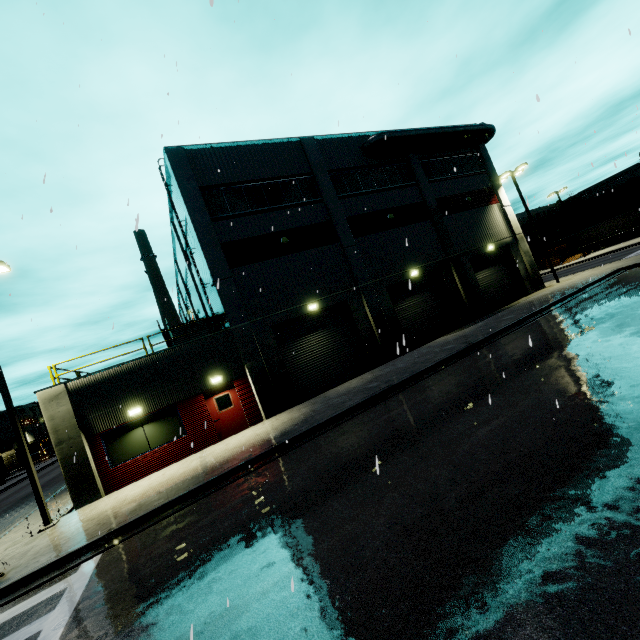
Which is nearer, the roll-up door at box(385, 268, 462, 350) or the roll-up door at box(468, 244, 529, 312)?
the roll-up door at box(385, 268, 462, 350)

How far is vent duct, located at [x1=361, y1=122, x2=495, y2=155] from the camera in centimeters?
2141cm

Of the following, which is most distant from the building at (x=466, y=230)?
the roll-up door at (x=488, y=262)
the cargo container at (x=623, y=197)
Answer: the cargo container at (x=623, y=197)

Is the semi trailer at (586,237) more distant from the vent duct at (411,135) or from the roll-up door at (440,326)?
the vent duct at (411,135)

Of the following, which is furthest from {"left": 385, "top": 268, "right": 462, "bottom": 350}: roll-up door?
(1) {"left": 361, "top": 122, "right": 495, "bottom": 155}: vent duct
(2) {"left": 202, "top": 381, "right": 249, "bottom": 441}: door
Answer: (2) {"left": 202, "top": 381, "right": 249, "bottom": 441}: door

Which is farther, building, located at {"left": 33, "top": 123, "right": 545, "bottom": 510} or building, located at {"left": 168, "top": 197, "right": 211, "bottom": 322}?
building, located at {"left": 168, "top": 197, "right": 211, "bottom": 322}

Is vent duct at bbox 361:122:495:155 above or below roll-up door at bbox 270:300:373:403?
above

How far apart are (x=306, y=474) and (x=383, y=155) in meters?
21.8
